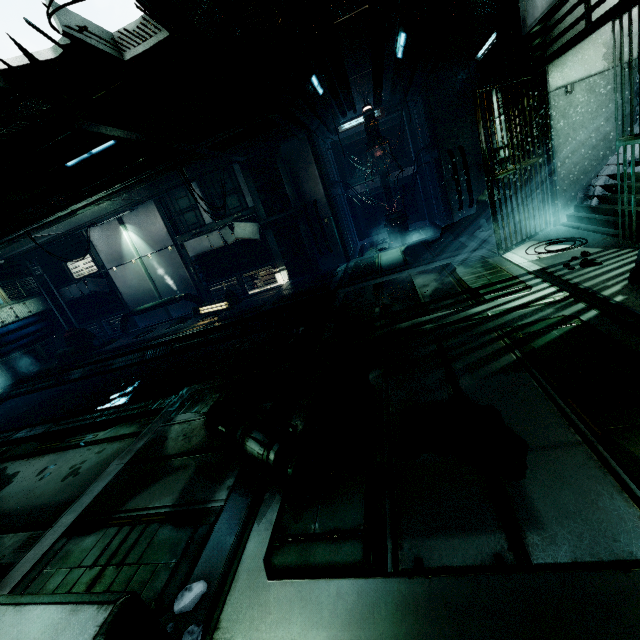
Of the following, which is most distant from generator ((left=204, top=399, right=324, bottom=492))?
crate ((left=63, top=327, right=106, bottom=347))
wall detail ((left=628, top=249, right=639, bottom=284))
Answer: crate ((left=63, top=327, right=106, bottom=347))

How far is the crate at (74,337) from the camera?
13.1m

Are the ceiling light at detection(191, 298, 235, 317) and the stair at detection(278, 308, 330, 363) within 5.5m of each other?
yes

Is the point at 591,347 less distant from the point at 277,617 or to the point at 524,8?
the point at 277,617

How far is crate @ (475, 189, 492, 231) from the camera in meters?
8.5 m

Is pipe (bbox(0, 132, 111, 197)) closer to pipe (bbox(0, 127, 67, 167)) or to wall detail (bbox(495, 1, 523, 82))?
pipe (bbox(0, 127, 67, 167))

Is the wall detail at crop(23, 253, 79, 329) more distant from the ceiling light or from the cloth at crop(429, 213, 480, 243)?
the cloth at crop(429, 213, 480, 243)

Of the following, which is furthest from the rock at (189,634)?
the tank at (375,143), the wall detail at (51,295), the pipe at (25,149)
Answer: the wall detail at (51,295)
